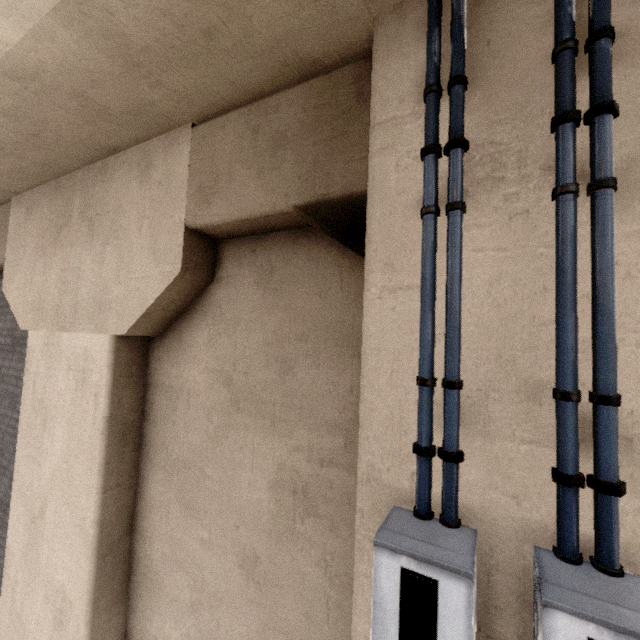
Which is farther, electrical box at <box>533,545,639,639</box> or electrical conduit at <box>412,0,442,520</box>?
electrical conduit at <box>412,0,442,520</box>

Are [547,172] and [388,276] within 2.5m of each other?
yes

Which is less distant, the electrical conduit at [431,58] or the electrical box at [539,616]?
the electrical box at [539,616]

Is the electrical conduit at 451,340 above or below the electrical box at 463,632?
above

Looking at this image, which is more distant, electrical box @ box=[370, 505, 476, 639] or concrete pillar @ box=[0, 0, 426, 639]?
concrete pillar @ box=[0, 0, 426, 639]

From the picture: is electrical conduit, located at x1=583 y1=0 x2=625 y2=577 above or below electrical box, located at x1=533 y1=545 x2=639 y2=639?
above

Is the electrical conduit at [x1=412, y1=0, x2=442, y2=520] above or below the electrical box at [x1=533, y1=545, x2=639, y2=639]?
above
